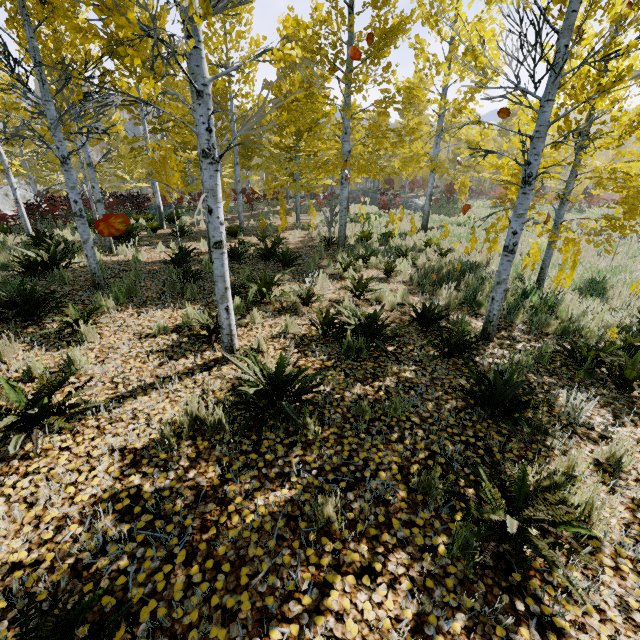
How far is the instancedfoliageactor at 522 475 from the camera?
2.1 meters

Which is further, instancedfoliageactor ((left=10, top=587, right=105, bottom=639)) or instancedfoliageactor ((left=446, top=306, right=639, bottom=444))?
instancedfoliageactor ((left=446, top=306, right=639, bottom=444))

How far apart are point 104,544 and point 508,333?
6.1 meters

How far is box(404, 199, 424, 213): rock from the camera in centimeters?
2623cm

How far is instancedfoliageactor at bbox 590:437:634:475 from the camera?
2.95m

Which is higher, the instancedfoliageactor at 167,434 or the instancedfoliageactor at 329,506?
the instancedfoliageactor at 167,434
